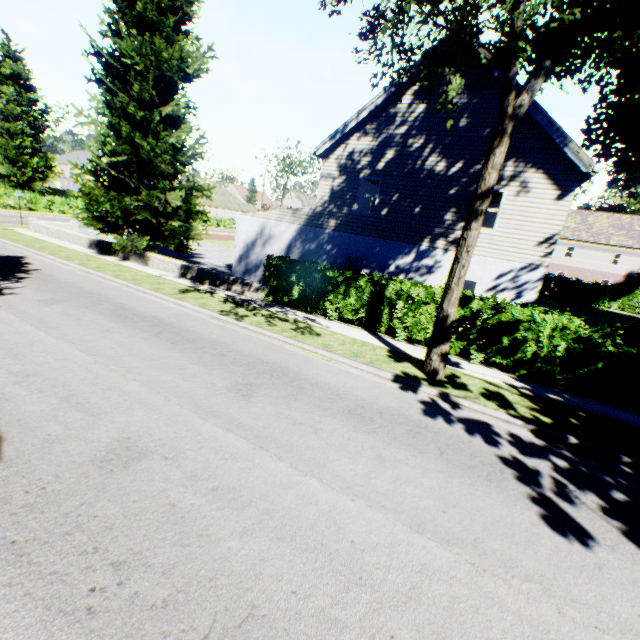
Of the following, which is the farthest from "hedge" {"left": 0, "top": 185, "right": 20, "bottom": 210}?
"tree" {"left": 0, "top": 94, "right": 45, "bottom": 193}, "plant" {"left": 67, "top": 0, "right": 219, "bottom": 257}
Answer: "plant" {"left": 67, "top": 0, "right": 219, "bottom": 257}

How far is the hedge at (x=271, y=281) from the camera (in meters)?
11.38

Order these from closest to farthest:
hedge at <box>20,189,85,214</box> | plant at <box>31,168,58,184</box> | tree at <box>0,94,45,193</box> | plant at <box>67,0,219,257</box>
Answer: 1. plant at <box>67,0,219,257</box>
2. hedge at <box>20,189,85,214</box>
3. tree at <box>0,94,45,193</box>
4. plant at <box>31,168,58,184</box>

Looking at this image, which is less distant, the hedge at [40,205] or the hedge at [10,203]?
the hedge at [10,203]

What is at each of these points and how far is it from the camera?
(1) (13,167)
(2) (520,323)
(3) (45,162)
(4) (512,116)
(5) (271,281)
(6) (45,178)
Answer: (1) tree, 40.5m
(2) hedge, 9.9m
(3) plant, 59.1m
(4) plant, 7.3m
(5) hedge, 13.7m
(6) plant, 59.0m

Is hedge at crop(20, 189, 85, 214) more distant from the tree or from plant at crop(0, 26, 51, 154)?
plant at crop(0, 26, 51, 154)

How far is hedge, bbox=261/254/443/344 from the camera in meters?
11.4
